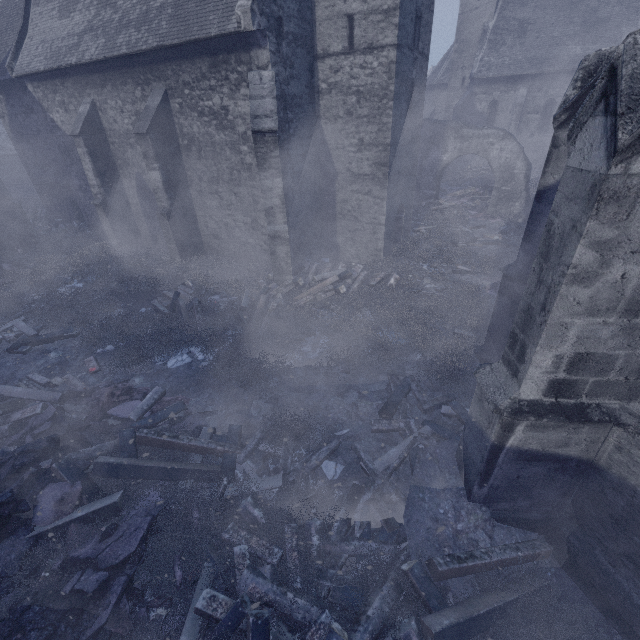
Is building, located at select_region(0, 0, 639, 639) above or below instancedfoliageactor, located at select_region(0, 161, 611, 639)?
above

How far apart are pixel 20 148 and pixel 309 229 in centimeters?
1890cm

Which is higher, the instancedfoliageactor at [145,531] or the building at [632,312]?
the building at [632,312]

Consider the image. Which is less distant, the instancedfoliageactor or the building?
the building

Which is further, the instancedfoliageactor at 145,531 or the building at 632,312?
the instancedfoliageactor at 145,531
